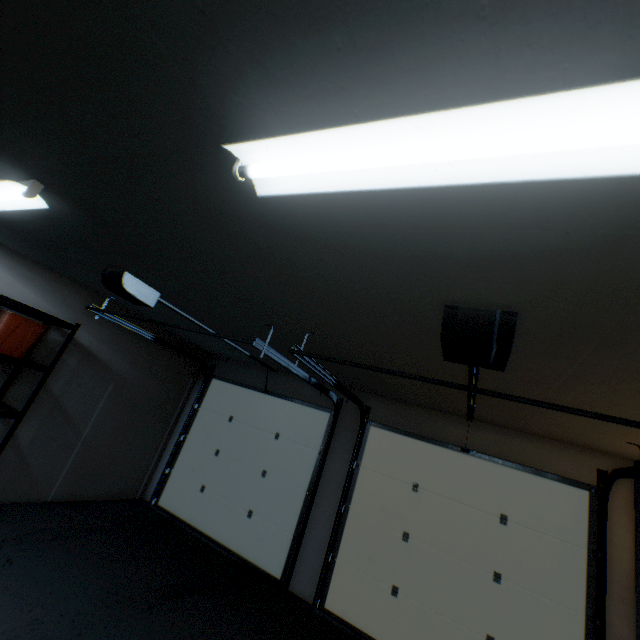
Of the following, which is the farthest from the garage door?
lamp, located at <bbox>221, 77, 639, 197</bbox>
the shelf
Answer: the shelf

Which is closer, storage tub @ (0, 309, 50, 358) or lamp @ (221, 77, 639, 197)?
lamp @ (221, 77, 639, 197)

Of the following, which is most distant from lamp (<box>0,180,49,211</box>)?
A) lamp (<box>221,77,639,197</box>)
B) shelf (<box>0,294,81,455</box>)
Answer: lamp (<box>221,77,639,197</box>)

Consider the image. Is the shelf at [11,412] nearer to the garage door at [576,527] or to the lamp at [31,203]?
the lamp at [31,203]

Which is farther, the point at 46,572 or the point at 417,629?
the point at 417,629

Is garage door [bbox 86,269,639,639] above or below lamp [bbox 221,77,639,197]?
below

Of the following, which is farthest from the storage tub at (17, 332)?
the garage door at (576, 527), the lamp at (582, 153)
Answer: the lamp at (582, 153)
